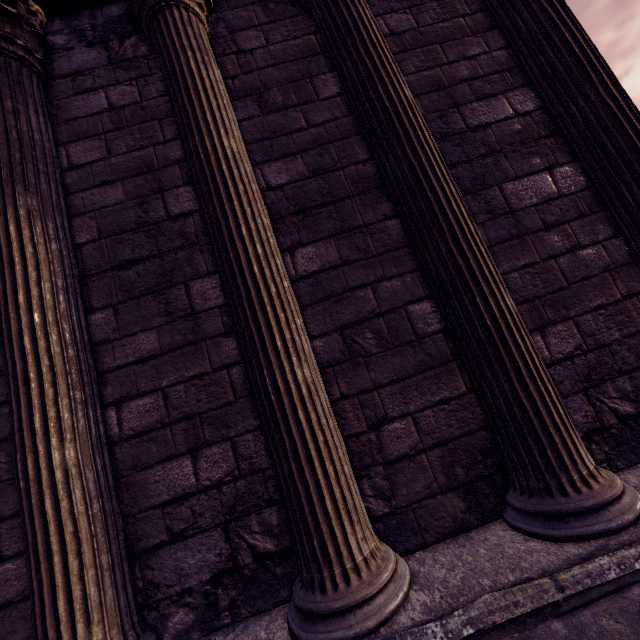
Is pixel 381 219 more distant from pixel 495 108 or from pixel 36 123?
pixel 36 123
